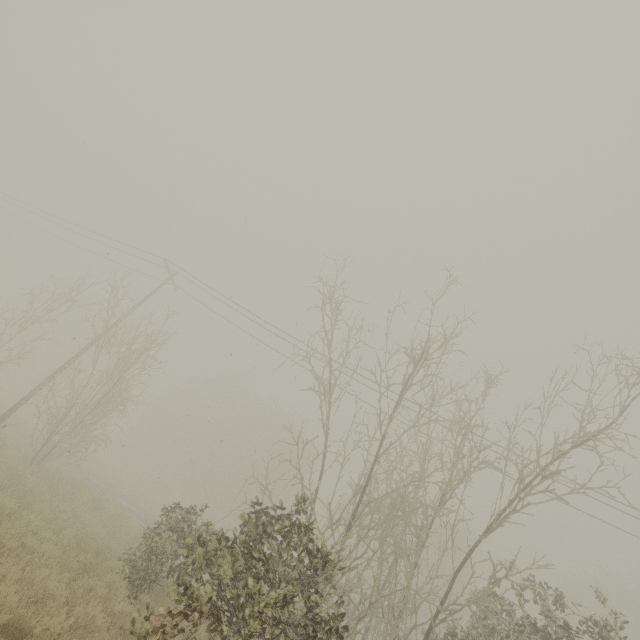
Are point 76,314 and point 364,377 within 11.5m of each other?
no
